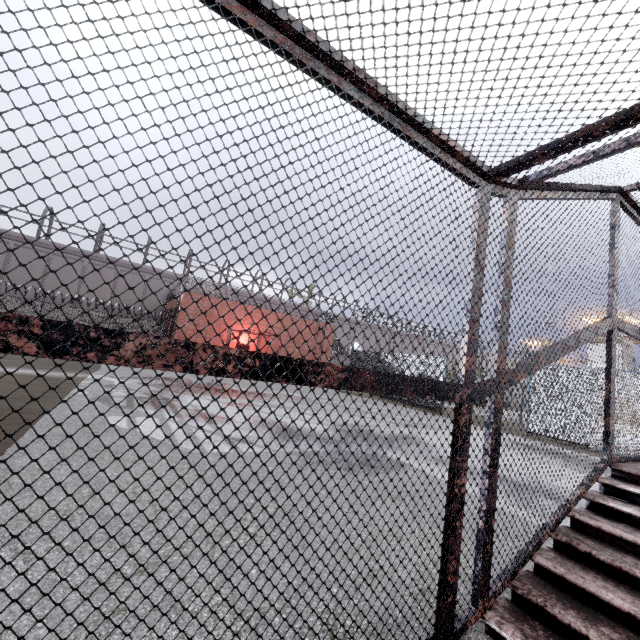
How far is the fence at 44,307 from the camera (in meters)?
21.75

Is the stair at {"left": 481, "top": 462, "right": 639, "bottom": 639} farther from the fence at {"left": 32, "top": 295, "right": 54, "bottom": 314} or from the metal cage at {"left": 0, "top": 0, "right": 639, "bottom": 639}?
the fence at {"left": 32, "top": 295, "right": 54, "bottom": 314}

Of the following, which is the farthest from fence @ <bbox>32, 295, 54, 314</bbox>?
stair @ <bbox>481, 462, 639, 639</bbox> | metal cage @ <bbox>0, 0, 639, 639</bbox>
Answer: stair @ <bbox>481, 462, 639, 639</bbox>

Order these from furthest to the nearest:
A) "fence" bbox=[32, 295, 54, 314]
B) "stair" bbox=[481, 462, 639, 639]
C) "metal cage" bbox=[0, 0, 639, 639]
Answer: "fence" bbox=[32, 295, 54, 314] < "stair" bbox=[481, 462, 639, 639] < "metal cage" bbox=[0, 0, 639, 639]

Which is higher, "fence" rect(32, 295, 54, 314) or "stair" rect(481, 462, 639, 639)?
"fence" rect(32, 295, 54, 314)

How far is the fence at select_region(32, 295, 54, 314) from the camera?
21.8m

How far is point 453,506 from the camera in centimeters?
197cm

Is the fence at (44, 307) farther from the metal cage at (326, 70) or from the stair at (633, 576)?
the stair at (633, 576)
